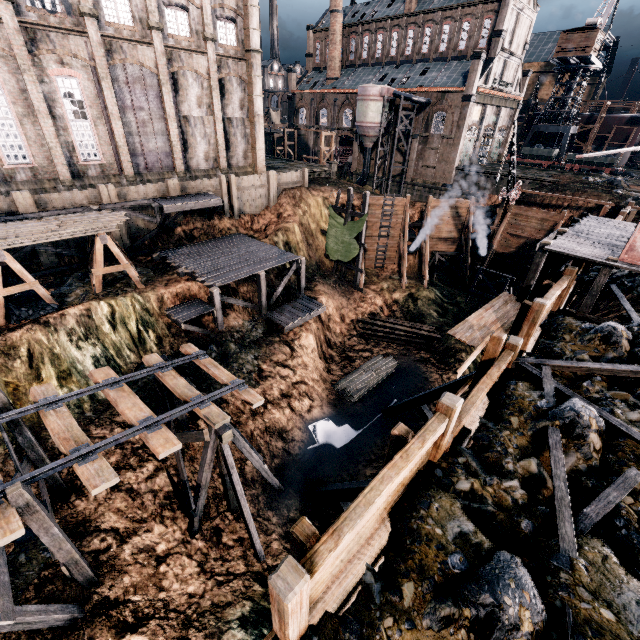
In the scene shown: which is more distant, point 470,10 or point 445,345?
point 470,10

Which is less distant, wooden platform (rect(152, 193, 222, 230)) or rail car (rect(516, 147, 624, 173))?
wooden platform (rect(152, 193, 222, 230))

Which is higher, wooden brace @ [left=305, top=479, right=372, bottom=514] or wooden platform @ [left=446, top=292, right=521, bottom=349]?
wooden platform @ [left=446, top=292, right=521, bottom=349]

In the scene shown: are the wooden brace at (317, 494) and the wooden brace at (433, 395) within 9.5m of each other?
yes

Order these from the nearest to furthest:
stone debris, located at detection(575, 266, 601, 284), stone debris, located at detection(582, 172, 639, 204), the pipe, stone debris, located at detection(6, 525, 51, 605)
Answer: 1. stone debris, located at detection(6, 525, 51, 605)
2. stone debris, located at detection(575, 266, 601, 284)
3. stone debris, located at detection(582, 172, 639, 204)
4. the pipe

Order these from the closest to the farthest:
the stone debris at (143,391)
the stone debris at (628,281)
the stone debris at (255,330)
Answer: the stone debris at (628,281), the stone debris at (143,391), the stone debris at (255,330)

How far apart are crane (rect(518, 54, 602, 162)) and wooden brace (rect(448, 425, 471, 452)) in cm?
6997

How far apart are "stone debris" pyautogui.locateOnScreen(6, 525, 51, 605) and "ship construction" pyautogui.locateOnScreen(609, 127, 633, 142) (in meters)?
88.40
